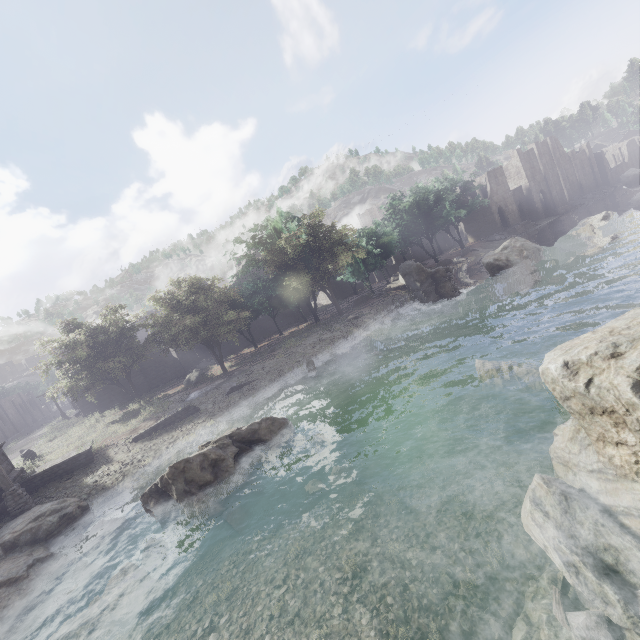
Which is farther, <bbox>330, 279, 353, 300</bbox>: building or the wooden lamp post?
<bbox>330, 279, 353, 300</bbox>: building

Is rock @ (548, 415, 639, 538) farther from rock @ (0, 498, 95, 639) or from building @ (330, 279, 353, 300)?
rock @ (0, 498, 95, 639)

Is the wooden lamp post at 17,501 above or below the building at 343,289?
above

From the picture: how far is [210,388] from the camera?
24.00m

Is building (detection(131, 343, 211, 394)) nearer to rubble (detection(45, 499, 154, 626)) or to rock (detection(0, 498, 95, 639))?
rock (detection(0, 498, 95, 639))

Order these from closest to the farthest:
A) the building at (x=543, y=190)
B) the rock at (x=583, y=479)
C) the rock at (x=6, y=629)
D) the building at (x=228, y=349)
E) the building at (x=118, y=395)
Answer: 1. the rock at (x=583, y=479)
2. the rock at (x=6, y=629)
3. the building at (x=118, y=395)
4. the building at (x=228, y=349)
5. the building at (x=543, y=190)
